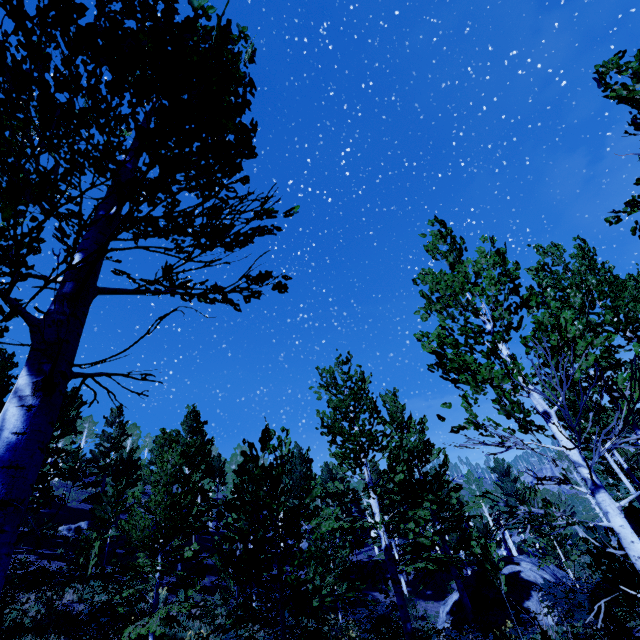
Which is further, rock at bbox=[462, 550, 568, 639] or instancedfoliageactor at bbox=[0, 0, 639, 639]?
rock at bbox=[462, 550, 568, 639]

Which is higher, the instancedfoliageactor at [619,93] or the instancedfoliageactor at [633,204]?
Result: the instancedfoliageactor at [619,93]

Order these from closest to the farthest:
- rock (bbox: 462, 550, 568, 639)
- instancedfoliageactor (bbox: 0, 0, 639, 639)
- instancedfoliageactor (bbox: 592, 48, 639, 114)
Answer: instancedfoliageactor (bbox: 0, 0, 639, 639) → instancedfoliageactor (bbox: 592, 48, 639, 114) → rock (bbox: 462, 550, 568, 639)

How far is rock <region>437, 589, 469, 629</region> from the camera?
15.0 meters

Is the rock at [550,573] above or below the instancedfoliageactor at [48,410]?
below

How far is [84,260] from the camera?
1.6 meters
